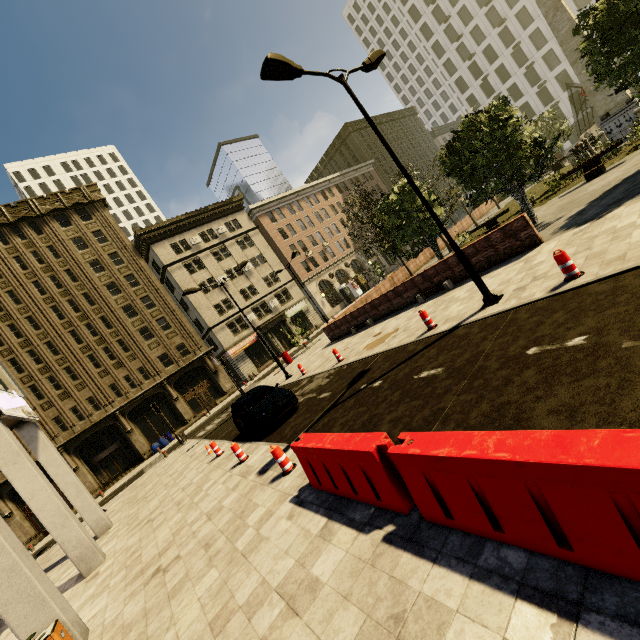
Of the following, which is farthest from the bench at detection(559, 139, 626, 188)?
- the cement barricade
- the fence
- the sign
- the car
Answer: the sign

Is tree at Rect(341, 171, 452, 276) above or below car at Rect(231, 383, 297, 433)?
above

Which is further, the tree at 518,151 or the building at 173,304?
the tree at 518,151

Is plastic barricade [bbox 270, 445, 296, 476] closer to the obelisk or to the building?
the building

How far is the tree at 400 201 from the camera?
18.1 meters

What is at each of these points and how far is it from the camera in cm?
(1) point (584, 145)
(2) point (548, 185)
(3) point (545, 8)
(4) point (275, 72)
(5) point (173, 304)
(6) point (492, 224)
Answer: (1) fence, 2317
(2) plant, 1886
(3) obelisk, 1983
(4) street light, 752
(5) building, 3753
(6) bench, 2058

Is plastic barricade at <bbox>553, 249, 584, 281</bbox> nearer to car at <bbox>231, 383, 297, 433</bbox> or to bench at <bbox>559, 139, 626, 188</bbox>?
car at <bbox>231, 383, 297, 433</bbox>

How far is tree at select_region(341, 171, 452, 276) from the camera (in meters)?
18.06
